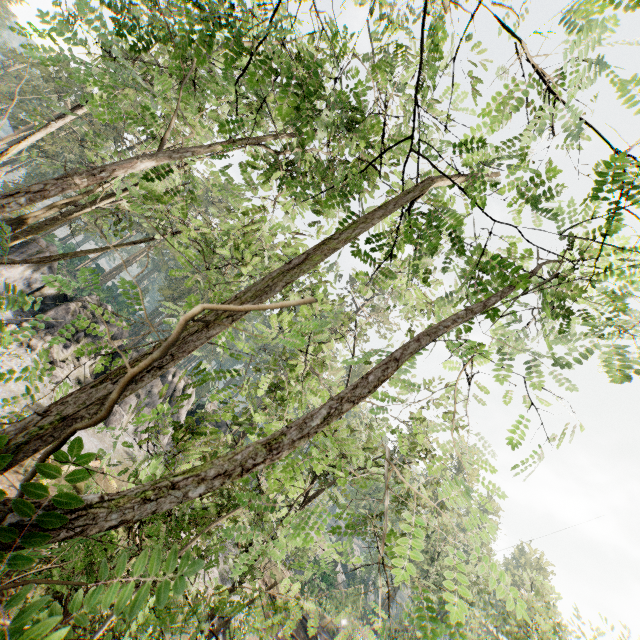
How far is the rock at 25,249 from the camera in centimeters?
2311cm

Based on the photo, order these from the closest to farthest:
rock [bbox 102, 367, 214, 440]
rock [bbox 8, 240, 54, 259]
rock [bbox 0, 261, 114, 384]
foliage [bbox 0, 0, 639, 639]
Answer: foliage [bbox 0, 0, 639, 639] < rock [bbox 0, 261, 114, 384] < rock [bbox 8, 240, 54, 259] < rock [bbox 102, 367, 214, 440]

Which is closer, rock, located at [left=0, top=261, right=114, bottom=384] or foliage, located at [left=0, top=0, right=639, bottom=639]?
foliage, located at [left=0, top=0, right=639, bottom=639]

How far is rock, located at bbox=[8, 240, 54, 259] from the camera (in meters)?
23.11

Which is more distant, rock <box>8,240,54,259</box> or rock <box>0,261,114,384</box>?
rock <box>8,240,54,259</box>

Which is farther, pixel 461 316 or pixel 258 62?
pixel 258 62

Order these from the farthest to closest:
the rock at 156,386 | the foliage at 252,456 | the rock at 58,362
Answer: the rock at 156,386 < the rock at 58,362 < the foliage at 252,456
